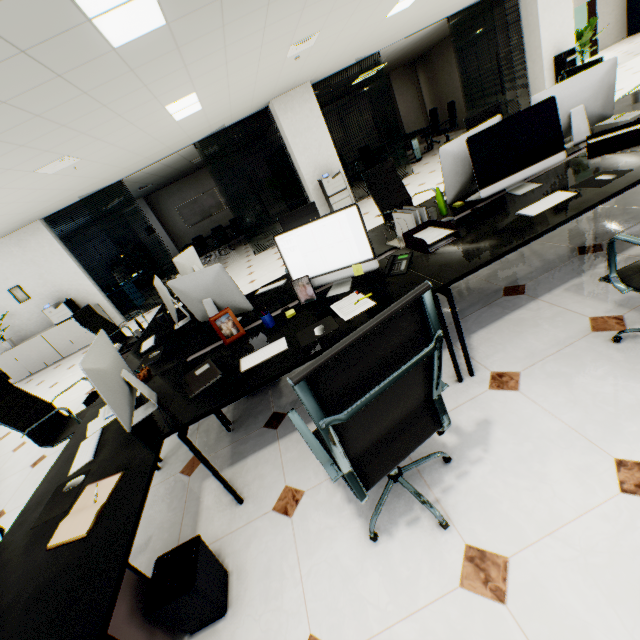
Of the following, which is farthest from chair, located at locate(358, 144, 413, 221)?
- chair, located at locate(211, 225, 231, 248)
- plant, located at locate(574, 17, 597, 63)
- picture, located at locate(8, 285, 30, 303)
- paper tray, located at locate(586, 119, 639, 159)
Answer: plant, located at locate(574, 17, 597, 63)

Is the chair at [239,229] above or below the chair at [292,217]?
below

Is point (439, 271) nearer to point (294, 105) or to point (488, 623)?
point (488, 623)

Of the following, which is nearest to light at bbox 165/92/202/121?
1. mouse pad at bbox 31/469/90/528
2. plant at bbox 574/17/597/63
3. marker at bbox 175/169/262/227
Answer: mouse pad at bbox 31/469/90/528

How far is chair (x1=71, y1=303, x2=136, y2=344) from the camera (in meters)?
4.58

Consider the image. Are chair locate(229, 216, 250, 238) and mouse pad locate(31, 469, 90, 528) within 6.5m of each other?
no

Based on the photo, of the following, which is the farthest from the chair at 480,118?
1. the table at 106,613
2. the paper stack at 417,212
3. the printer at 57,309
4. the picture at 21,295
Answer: the picture at 21,295

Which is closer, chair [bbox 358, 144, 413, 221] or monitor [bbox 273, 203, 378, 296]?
monitor [bbox 273, 203, 378, 296]
